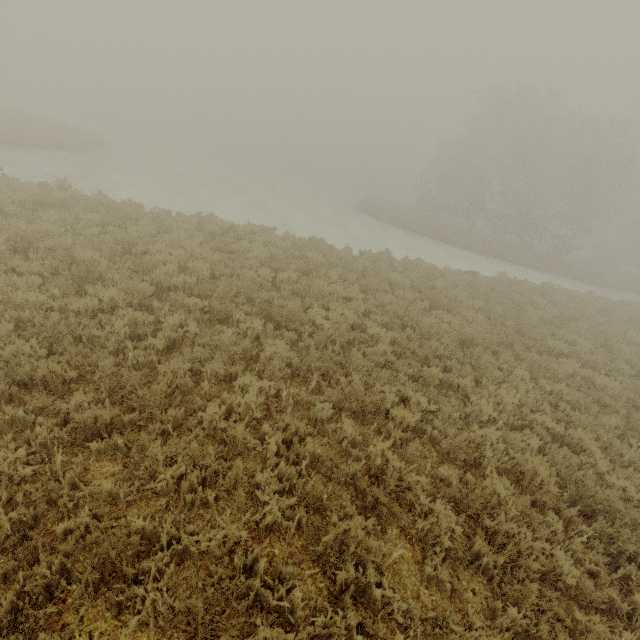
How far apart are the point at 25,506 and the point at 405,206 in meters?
59.8 m
